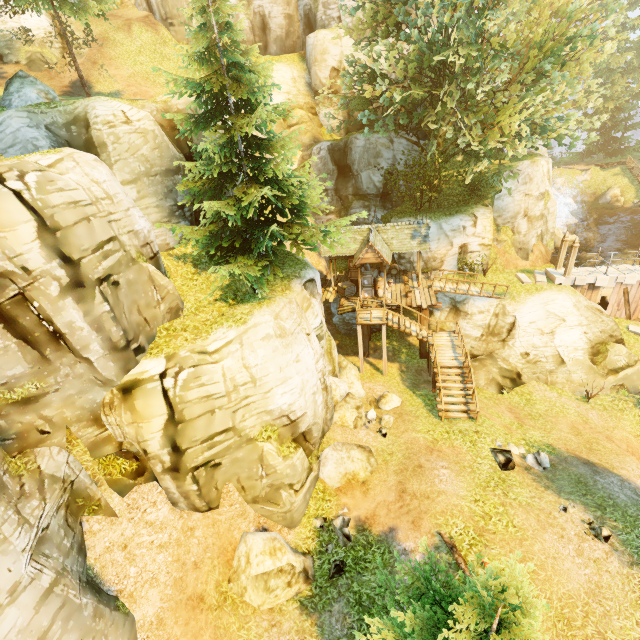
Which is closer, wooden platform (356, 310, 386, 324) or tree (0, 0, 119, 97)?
A: tree (0, 0, 119, 97)

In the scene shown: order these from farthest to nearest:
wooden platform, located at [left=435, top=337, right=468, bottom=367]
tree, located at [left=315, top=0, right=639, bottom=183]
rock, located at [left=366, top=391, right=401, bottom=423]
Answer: wooden platform, located at [left=435, top=337, right=468, bottom=367], rock, located at [left=366, top=391, right=401, bottom=423], tree, located at [left=315, top=0, right=639, bottom=183]

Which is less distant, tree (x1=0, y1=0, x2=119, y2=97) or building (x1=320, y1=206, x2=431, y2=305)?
tree (x1=0, y1=0, x2=119, y2=97)

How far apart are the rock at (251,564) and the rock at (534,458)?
9.2m

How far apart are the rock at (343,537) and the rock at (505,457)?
6.3 meters

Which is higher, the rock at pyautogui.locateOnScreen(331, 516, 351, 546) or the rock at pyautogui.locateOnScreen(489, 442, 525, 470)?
the rock at pyautogui.locateOnScreen(489, 442, 525, 470)

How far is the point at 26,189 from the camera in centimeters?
777cm

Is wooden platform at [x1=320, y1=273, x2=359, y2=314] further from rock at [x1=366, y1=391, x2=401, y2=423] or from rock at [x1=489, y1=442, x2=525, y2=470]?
rock at [x1=489, y1=442, x2=525, y2=470]
